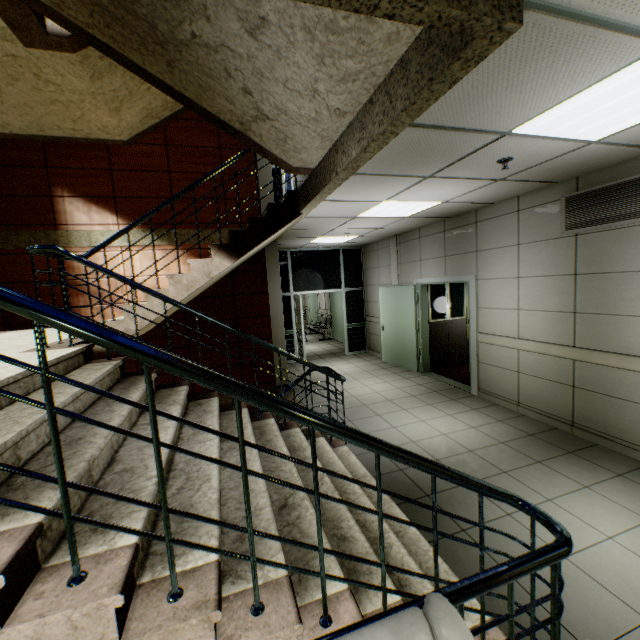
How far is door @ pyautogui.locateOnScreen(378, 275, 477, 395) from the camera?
5.8m

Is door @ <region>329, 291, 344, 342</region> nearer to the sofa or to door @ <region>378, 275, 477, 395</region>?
door @ <region>378, 275, 477, 395</region>

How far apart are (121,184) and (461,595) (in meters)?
7.45

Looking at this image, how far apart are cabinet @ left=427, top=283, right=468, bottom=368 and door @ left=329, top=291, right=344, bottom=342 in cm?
427

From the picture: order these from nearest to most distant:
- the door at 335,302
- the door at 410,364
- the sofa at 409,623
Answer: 1. the sofa at 409,623
2. the door at 410,364
3. the door at 335,302

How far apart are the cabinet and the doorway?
2.6m

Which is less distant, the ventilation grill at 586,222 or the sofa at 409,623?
the sofa at 409,623

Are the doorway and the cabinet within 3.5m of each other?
yes
